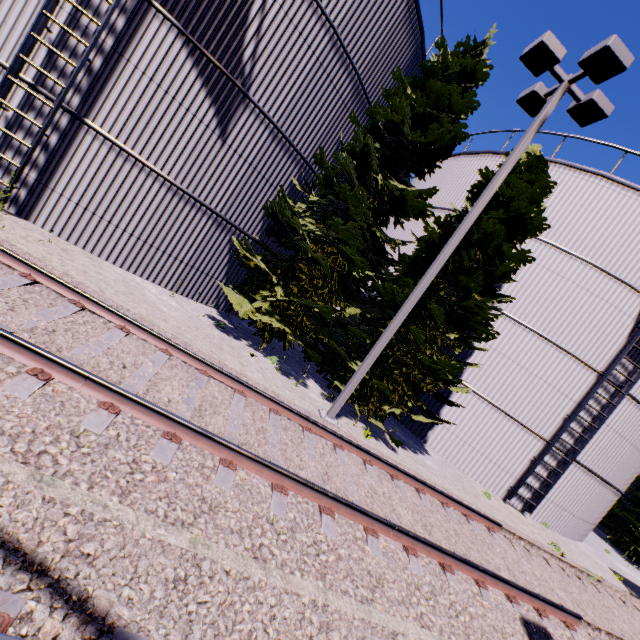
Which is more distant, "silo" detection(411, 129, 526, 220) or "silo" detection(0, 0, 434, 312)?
"silo" detection(411, 129, 526, 220)

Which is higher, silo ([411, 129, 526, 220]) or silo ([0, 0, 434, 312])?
silo ([411, 129, 526, 220])

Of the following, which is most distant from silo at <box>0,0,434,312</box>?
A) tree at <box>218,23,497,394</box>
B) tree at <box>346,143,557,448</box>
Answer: tree at <box>346,143,557,448</box>

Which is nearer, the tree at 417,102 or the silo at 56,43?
the silo at 56,43

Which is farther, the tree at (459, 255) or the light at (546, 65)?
the tree at (459, 255)

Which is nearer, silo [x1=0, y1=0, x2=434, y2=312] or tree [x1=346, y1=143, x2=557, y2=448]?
silo [x1=0, y1=0, x2=434, y2=312]

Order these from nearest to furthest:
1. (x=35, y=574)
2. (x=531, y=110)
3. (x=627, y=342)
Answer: (x=35, y=574) < (x=531, y=110) < (x=627, y=342)

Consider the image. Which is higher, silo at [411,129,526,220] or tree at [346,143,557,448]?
silo at [411,129,526,220]
